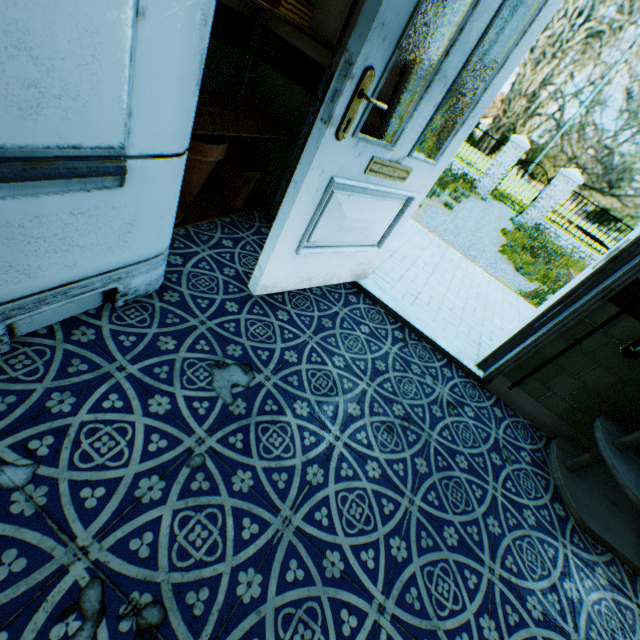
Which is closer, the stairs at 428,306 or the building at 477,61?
the building at 477,61

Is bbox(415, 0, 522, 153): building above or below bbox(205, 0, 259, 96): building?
above

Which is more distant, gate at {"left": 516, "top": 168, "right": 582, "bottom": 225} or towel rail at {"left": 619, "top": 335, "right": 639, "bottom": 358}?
gate at {"left": 516, "top": 168, "right": 582, "bottom": 225}

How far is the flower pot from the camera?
1.8m

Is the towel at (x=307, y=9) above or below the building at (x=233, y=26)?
above

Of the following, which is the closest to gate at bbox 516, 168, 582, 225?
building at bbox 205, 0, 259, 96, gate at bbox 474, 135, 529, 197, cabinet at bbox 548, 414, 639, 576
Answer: gate at bbox 474, 135, 529, 197

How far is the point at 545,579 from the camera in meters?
1.5

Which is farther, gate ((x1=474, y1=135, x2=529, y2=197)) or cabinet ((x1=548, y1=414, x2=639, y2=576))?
gate ((x1=474, y1=135, x2=529, y2=197))
